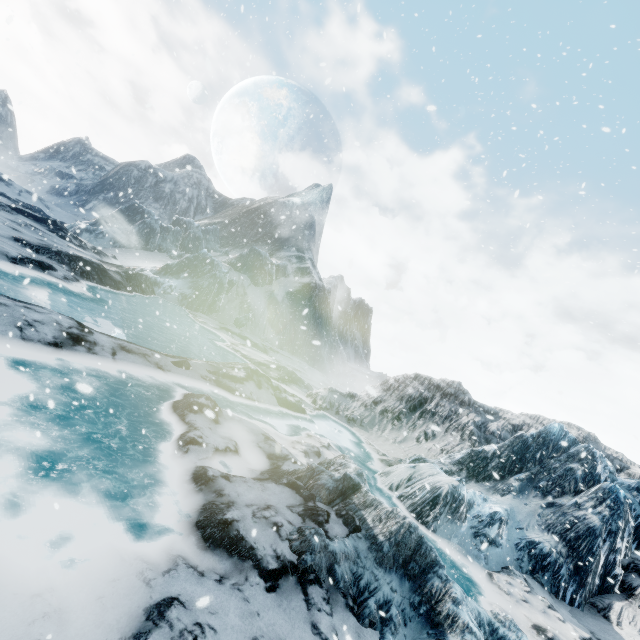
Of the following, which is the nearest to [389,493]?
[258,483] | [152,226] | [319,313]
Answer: [258,483]
